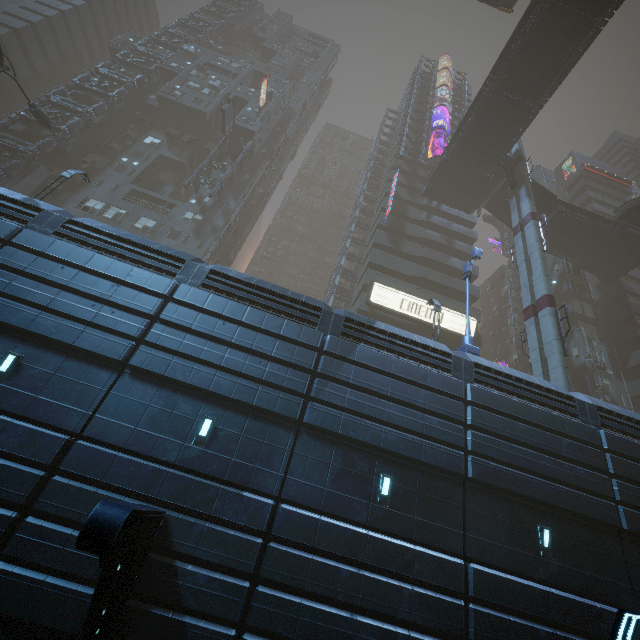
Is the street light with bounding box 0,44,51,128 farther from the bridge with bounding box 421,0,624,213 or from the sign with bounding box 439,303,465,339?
the bridge with bounding box 421,0,624,213

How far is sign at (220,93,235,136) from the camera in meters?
34.2

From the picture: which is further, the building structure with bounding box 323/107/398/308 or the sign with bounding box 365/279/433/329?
the building structure with bounding box 323/107/398/308

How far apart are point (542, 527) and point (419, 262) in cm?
2760

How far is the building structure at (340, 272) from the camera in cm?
3538

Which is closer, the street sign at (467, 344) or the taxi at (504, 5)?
the street sign at (467, 344)

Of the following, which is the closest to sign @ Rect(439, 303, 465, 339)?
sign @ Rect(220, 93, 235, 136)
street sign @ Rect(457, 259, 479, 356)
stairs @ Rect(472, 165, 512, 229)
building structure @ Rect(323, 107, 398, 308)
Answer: building structure @ Rect(323, 107, 398, 308)

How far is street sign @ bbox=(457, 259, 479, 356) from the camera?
15.45m
